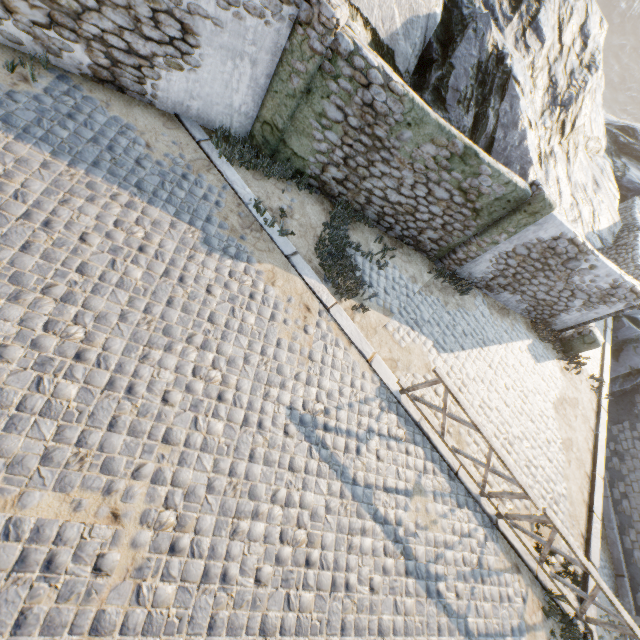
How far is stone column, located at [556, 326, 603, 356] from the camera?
11.4 meters

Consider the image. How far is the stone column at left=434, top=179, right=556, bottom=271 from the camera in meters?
7.7 m

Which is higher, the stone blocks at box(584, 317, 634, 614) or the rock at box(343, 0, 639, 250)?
the rock at box(343, 0, 639, 250)

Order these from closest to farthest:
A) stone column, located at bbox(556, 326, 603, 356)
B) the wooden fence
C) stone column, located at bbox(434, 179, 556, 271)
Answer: the wooden fence < stone column, located at bbox(434, 179, 556, 271) < stone column, located at bbox(556, 326, 603, 356)

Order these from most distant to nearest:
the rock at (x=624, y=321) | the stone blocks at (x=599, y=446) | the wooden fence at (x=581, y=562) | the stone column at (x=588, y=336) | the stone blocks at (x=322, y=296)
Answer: the rock at (x=624, y=321) → the stone column at (x=588, y=336) → the stone blocks at (x=599, y=446) → the stone blocks at (x=322, y=296) → the wooden fence at (x=581, y=562)

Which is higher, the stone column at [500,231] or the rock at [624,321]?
the stone column at [500,231]

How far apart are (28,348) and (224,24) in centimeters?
610cm

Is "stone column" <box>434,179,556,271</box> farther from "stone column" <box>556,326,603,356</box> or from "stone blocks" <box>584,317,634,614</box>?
"stone column" <box>556,326,603,356</box>
